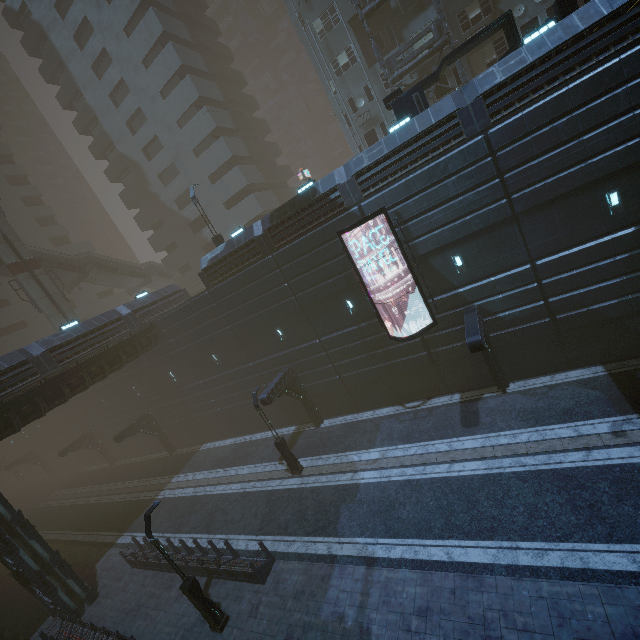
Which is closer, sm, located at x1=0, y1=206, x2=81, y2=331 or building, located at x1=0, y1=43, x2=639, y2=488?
building, located at x1=0, y1=43, x2=639, y2=488

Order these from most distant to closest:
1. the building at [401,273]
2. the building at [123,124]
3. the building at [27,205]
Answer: the building at [27,205] < the building at [401,273] < the building at [123,124]

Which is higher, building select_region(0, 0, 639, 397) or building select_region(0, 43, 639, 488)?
building select_region(0, 0, 639, 397)

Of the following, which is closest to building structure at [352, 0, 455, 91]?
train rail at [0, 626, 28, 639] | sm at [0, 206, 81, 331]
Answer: train rail at [0, 626, 28, 639]

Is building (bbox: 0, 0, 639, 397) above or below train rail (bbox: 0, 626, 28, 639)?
above

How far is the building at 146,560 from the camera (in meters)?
16.84

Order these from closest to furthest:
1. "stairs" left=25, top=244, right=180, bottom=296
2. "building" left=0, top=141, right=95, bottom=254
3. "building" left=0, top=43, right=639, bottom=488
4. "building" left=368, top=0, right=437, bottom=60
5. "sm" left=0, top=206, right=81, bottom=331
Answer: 1. "building" left=0, top=43, right=639, bottom=488
2. "building" left=368, top=0, right=437, bottom=60
3. "sm" left=0, top=206, right=81, bottom=331
4. "stairs" left=25, top=244, right=180, bottom=296
5. "building" left=0, top=141, right=95, bottom=254

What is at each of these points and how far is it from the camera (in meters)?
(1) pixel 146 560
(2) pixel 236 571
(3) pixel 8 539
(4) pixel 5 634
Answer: (1) building, 17.45
(2) building, 14.02
(3) building, 15.97
(4) train rail, 19.69
